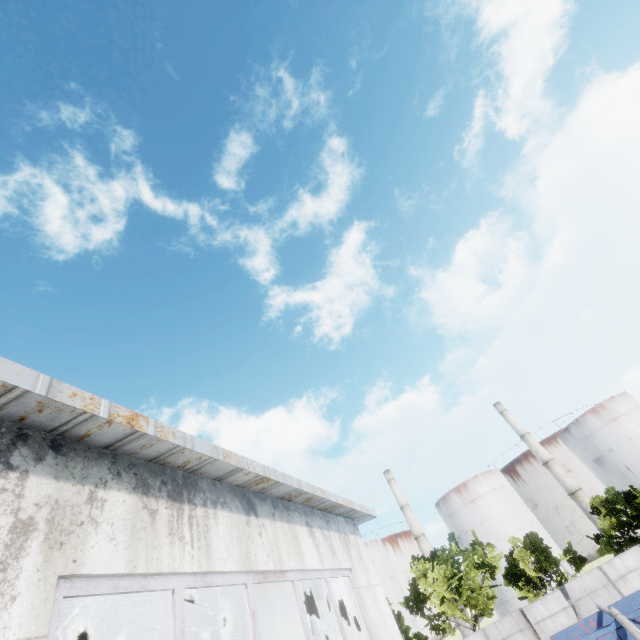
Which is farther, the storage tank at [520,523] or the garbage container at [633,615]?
the storage tank at [520,523]

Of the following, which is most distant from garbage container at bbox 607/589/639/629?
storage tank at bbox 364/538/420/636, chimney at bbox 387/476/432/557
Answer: storage tank at bbox 364/538/420/636

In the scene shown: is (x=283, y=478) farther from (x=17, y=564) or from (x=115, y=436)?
(x=17, y=564)

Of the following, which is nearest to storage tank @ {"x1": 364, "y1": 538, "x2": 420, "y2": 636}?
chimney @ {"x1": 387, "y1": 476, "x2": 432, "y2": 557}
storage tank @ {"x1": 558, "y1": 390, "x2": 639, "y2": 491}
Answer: chimney @ {"x1": 387, "y1": 476, "x2": 432, "y2": 557}

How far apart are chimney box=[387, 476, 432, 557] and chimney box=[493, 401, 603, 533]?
21.63m

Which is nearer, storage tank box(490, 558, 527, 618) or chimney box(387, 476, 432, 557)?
storage tank box(490, 558, 527, 618)

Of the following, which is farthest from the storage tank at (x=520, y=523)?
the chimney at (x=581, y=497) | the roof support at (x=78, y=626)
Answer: the roof support at (x=78, y=626)

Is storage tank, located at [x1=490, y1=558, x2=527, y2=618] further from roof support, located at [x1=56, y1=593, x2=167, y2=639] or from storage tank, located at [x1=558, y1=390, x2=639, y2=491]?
roof support, located at [x1=56, y1=593, x2=167, y2=639]
